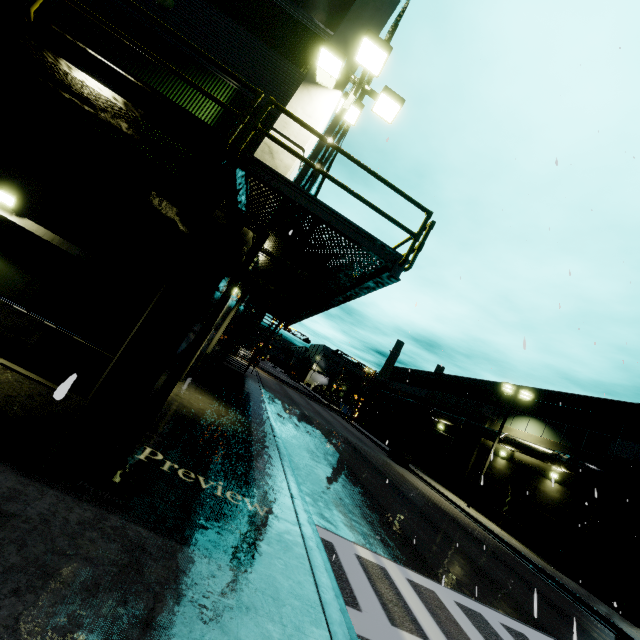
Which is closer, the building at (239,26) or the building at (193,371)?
the building at (239,26)

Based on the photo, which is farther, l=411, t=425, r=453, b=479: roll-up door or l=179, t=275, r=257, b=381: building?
l=411, t=425, r=453, b=479: roll-up door

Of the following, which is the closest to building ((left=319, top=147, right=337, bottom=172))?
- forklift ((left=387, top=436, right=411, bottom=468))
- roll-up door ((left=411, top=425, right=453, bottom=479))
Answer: roll-up door ((left=411, top=425, right=453, bottom=479))

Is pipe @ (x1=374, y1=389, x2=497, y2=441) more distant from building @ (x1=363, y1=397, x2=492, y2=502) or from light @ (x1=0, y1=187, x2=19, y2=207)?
light @ (x1=0, y1=187, x2=19, y2=207)

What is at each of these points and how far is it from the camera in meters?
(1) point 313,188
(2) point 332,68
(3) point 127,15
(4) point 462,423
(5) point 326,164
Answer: (1) building, 20.6
(2) light, 8.2
(3) building, 7.5
(4) pipe, 29.8
(5) building, 16.8

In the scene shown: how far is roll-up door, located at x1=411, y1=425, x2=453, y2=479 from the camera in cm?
3228

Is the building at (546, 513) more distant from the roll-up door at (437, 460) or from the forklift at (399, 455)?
the forklift at (399, 455)
